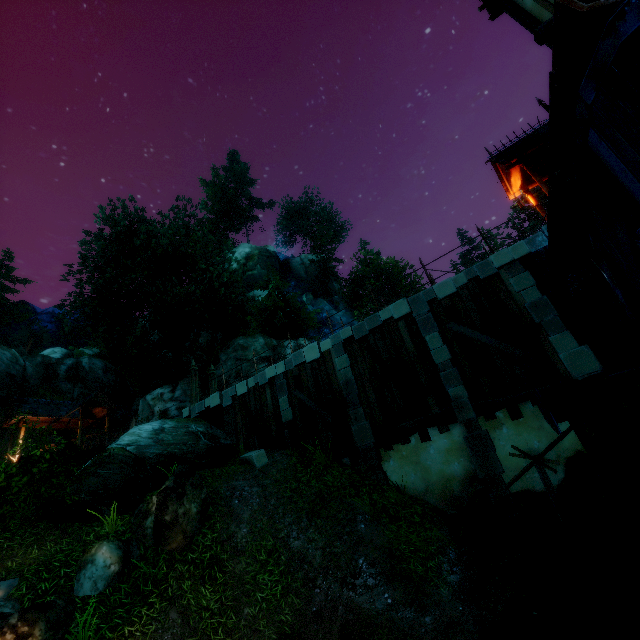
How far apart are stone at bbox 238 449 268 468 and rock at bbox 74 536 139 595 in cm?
436

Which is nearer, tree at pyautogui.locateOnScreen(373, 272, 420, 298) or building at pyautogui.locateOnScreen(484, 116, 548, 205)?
building at pyautogui.locateOnScreen(484, 116, 548, 205)

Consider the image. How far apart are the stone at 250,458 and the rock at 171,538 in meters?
2.1 m

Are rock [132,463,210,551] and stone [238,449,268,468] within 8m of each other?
yes

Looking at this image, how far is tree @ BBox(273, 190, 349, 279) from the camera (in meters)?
Answer: 47.12

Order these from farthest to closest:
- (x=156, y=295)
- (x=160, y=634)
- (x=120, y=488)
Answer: (x=156, y=295), (x=120, y=488), (x=160, y=634)

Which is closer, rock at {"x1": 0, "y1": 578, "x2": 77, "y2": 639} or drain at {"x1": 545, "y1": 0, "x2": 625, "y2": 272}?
drain at {"x1": 545, "y1": 0, "x2": 625, "y2": 272}

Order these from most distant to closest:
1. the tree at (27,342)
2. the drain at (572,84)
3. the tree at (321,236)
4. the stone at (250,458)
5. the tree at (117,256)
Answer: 1. the tree at (27,342)
2. the tree at (321,236)
3. the tree at (117,256)
4. the stone at (250,458)
5. the drain at (572,84)
